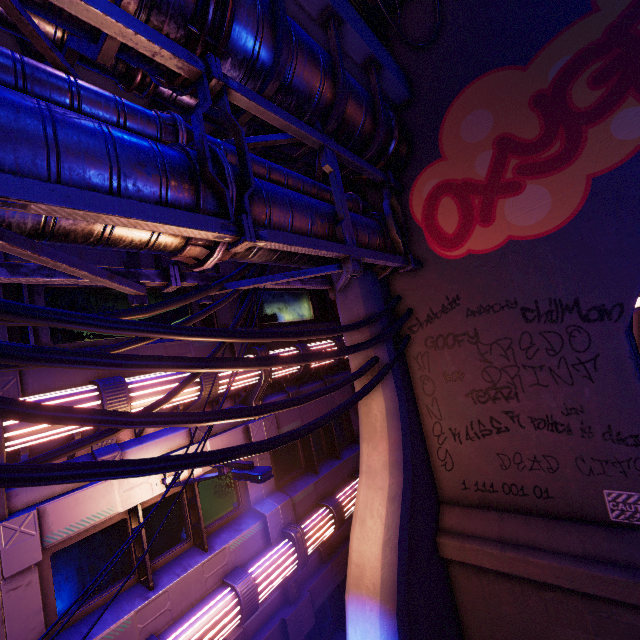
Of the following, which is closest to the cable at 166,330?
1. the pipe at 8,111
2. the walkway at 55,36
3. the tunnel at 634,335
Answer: the pipe at 8,111

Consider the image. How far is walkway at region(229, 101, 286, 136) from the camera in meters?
5.2

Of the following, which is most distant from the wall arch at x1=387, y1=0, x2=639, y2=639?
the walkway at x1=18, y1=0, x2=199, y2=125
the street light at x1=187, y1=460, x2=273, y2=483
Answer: the street light at x1=187, y1=460, x2=273, y2=483

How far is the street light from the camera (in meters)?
4.56

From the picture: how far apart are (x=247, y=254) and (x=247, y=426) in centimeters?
498cm

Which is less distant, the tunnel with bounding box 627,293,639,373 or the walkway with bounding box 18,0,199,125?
the walkway with bounding box 18,0,199,125

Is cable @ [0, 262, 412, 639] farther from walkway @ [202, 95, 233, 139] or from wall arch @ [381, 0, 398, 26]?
walkway @ [202, 95, 233, 139]

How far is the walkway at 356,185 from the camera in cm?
765
